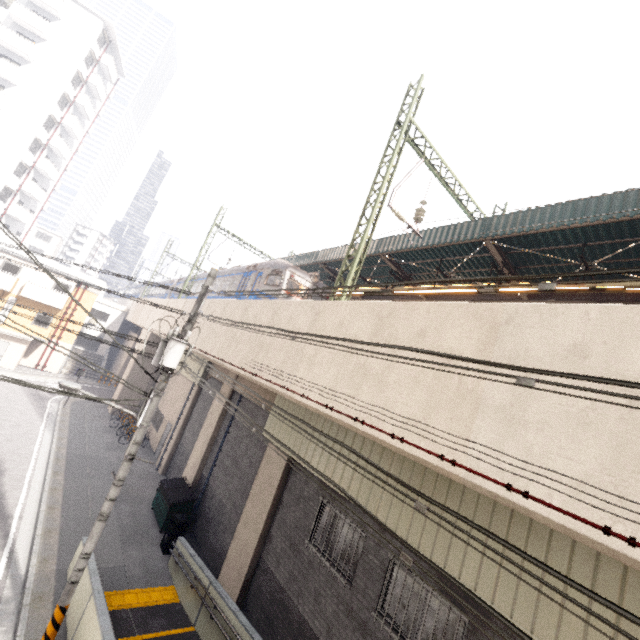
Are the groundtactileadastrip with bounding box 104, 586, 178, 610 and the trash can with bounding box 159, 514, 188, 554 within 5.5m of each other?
yes

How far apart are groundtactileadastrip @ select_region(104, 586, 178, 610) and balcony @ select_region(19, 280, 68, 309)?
26.41m

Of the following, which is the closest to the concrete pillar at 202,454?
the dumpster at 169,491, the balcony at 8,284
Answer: the dumpster at 169,491

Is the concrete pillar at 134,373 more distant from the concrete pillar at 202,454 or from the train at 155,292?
the concrete pillar at 202,454

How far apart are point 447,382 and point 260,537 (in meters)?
8.58

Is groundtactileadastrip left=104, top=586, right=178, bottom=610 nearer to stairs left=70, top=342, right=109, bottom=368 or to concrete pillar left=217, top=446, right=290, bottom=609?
concrete pillar left=217, top=446, right=290, bottom=609

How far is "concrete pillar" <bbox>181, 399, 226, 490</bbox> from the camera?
15.08m

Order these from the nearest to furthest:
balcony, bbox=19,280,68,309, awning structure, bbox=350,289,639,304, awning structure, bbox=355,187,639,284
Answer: awning structure, bbox=355,187,639,284
awning structure, bbox=350,289,639,304
balcony, bbox=19,280,68,309
